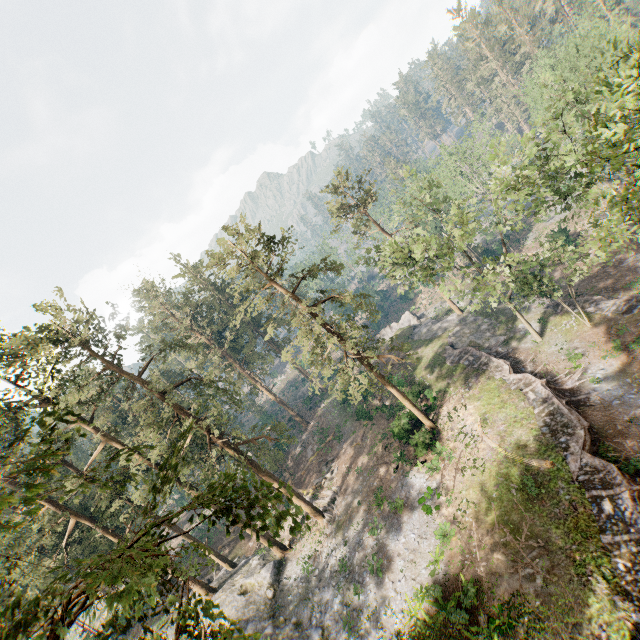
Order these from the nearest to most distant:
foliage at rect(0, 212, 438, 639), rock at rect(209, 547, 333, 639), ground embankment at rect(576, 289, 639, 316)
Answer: foliage at rect(0, 212, 438, 639), rock at rect(209, 547, 333, 639), ground embankment at rect(576, 289, 639, 316)

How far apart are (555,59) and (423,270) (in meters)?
39.70

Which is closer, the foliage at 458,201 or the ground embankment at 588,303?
the foliage at 458,201

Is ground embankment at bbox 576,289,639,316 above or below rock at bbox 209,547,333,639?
below

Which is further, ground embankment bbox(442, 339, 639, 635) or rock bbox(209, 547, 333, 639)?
rock bbox(209, 547, 333, 639)

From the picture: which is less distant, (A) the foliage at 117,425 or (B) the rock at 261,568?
(A) the foliage at 117,425

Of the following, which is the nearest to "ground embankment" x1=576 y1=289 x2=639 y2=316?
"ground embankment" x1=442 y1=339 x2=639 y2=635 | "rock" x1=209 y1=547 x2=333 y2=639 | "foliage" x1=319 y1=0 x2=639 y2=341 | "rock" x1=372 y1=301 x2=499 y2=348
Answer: "foliage" x1=319 y1=0 x2=639 y2=341

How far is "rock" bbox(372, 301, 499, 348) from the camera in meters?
36.5 m
